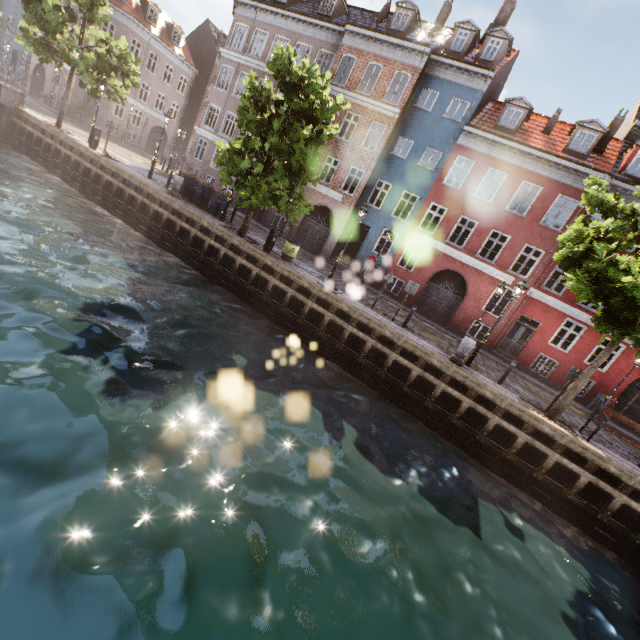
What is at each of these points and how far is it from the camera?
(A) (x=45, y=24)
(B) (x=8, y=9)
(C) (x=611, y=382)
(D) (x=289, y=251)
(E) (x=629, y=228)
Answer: (A) tree, 17.4 meters
(B) building, 35.7 meters
(C) building, 17.7 meters
(D) trash bin, 15.2 meters
(E) tree, 10.8 meters

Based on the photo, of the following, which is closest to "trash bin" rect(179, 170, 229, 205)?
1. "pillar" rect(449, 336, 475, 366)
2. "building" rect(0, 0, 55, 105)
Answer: "building" rect(0, 0, 55, 105)

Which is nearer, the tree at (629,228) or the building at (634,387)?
the tree at (629,228)

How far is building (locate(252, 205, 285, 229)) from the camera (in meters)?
24.44

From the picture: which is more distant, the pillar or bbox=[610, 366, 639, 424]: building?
bbox=[610, 366, 639, 424]: building

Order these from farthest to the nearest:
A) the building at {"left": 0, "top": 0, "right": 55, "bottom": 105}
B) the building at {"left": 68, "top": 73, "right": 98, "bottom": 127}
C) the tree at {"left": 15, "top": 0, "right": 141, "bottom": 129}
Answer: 1. the building at {"left": 0, "top": 0, "right": 55, "bottom": 105}
2. the building at {"left": 68, "top": 73, "right": 98, "bottom": 127}
3. the tree at {"left": 15, "top": 0, "right": 141, "bottom": 129}

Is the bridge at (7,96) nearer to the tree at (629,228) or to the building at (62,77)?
the tree at (629,228)
